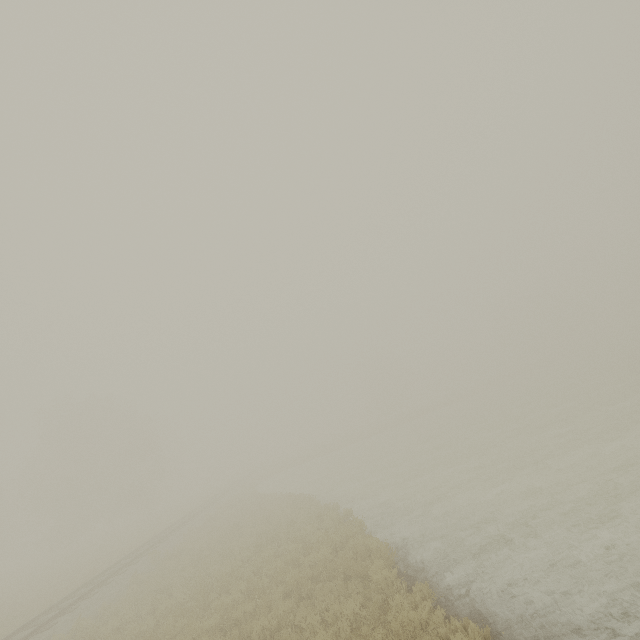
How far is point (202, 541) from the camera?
18.4m
